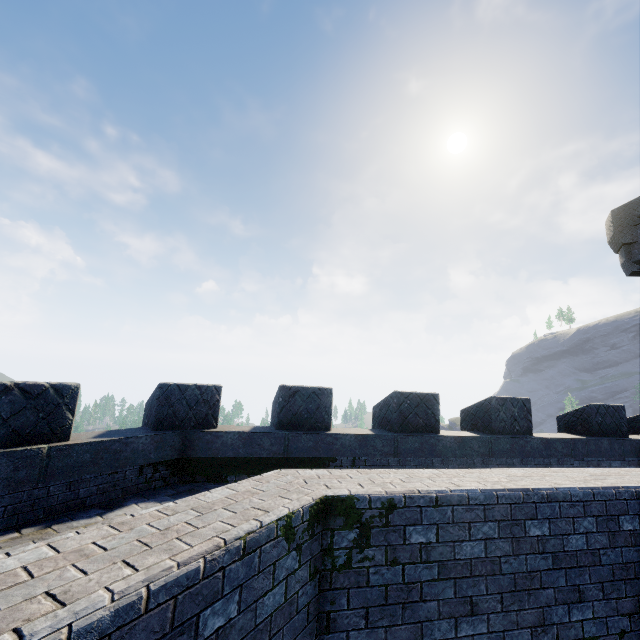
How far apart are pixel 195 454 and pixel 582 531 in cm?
655
